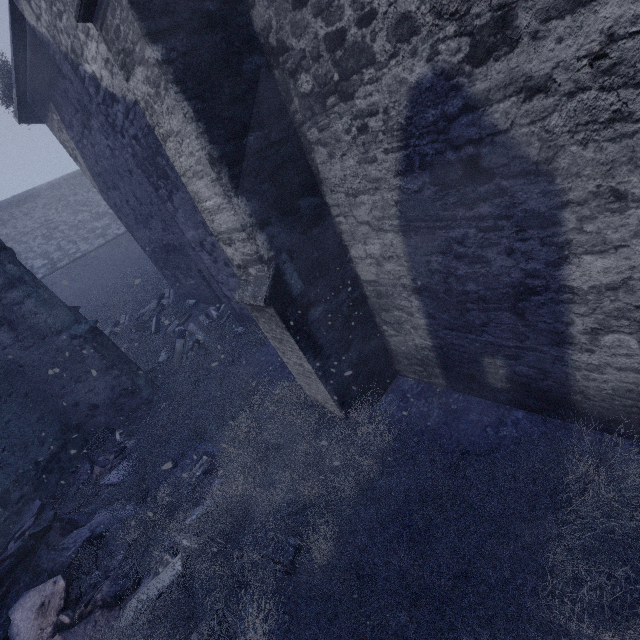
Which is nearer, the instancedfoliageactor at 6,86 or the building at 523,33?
the building at 523,33

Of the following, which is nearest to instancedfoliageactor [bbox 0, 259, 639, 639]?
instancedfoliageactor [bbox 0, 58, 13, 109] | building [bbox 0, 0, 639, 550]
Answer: building [bbox 0, 0, 639, 550]

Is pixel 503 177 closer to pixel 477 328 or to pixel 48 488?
pixel 477 328

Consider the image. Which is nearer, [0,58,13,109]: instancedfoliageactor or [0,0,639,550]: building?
[0,0,639,550]: building

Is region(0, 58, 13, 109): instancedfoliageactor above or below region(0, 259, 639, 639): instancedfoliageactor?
above

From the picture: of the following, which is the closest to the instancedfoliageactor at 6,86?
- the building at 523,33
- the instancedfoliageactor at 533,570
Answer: the building at 523,33

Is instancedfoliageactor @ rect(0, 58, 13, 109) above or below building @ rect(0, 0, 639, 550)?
above

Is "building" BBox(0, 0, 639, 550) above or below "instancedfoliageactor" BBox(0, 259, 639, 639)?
above
